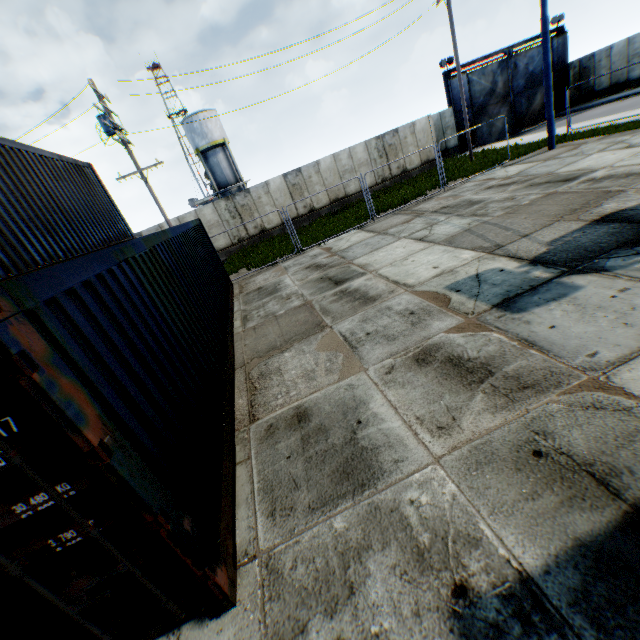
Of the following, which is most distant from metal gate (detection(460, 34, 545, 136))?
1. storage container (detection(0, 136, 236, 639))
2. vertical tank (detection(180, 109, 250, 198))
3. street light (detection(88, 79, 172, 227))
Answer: storage container (detection(0, 136, 236, 639))

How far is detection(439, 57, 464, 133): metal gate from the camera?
24.7 meters

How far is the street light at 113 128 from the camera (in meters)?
13.91

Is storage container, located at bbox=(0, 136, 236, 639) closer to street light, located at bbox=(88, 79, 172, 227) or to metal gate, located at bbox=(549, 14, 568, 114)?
street light, located at bbox=(88, 79, 172, 227)

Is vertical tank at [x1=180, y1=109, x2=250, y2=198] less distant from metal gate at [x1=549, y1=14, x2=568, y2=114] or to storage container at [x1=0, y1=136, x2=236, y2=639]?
metal gate at [x1=549, y1=14, x2=568, y2=114]

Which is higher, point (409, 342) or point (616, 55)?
point (616, 55)

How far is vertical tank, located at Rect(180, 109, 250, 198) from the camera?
33.6m

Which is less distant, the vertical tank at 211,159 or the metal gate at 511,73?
the metal gate at 511,73
